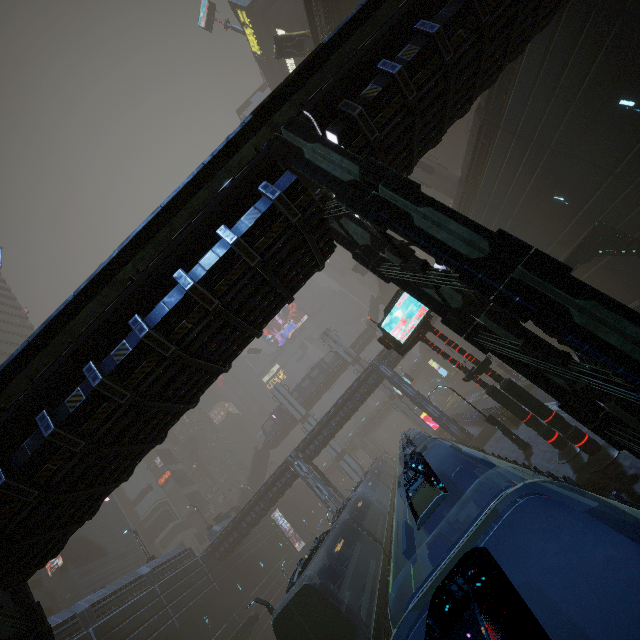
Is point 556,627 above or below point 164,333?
below

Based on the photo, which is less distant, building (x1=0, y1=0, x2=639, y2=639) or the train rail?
building (x1=0, y1=0, x2=639, y2=639)

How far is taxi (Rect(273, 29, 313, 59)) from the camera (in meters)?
26.75

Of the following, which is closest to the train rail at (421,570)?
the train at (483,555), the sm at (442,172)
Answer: the train at (483,555)

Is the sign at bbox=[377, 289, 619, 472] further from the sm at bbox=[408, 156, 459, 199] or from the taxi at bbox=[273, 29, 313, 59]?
the taxi at bbox=[273, 29, 313, 59]

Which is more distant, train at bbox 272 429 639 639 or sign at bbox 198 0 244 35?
sign at bbox 198 0 244 35

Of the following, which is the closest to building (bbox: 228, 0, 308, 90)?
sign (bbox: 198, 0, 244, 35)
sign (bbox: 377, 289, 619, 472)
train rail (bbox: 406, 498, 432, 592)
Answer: train rail (bbox: 406, 498, 432, 592)

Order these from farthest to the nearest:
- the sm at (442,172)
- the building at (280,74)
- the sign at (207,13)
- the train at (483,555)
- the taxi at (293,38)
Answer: the sign at (207,13) < the building at (280,74) < the sm at (442,172) < the taxi at (293,38) < the train at (483,555)
